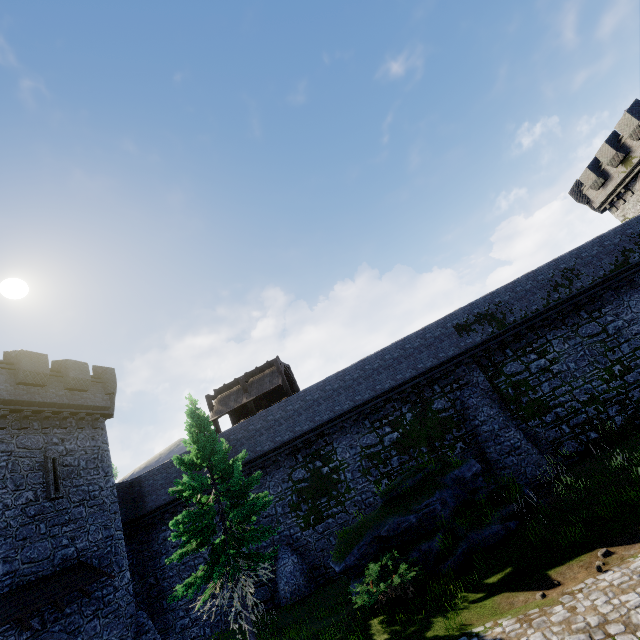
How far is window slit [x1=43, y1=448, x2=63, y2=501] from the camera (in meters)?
15.58

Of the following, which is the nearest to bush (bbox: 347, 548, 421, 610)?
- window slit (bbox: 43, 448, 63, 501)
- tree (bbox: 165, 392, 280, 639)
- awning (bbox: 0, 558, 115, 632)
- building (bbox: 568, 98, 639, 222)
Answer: tree (bbox: 165, 392, 280, 639)

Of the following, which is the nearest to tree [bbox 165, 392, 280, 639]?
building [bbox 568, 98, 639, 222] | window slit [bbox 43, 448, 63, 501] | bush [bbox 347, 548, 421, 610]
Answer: bush [bbox 347, 548, 421, 610]

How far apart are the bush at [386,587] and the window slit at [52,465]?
14.5 meters

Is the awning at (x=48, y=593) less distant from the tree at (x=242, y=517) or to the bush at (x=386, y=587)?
the tree at (x=242, y=517)

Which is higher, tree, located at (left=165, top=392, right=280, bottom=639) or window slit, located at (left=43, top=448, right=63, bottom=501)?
window slit, located at (left=43, top=448, right=63, bottom=501)

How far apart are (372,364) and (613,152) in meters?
24.1

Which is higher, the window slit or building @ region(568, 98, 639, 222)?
building @ region(568, 98, 639, 222)
